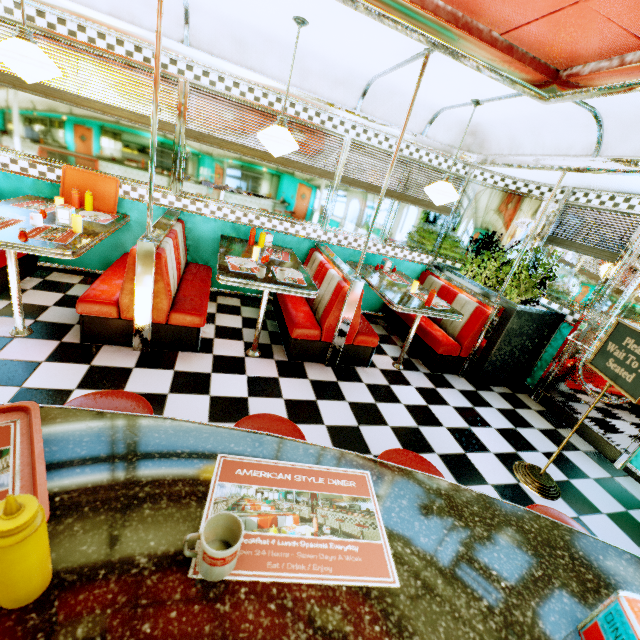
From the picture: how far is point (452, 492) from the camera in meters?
1.0 m

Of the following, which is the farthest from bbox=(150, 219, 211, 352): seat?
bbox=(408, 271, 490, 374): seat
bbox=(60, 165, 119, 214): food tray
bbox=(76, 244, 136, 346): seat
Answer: bbox=(408, 271, 490, 374): seat

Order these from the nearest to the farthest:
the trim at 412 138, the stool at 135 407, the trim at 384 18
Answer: the stool at 135 407
the trim at 384 18
the trim at 412 138

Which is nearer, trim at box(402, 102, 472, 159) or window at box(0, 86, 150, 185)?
window at box(0, 86, 150, 185)

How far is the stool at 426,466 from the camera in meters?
1.5 m

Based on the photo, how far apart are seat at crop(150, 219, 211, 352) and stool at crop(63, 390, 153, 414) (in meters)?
1.62

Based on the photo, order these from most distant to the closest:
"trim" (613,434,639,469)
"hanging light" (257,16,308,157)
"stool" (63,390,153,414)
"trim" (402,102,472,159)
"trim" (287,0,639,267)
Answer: "trim" (402,102,472,159) → "trim" (613,434,639,469) → "hanging light" (257,16,308,157) → "trim" (287,0,639,267) → "stool" (63,390,153,414)

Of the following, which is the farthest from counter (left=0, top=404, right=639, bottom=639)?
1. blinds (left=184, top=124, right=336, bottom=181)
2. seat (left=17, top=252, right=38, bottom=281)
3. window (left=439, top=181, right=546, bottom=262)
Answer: window (left=439, top=181, right=546, bottom=262)
